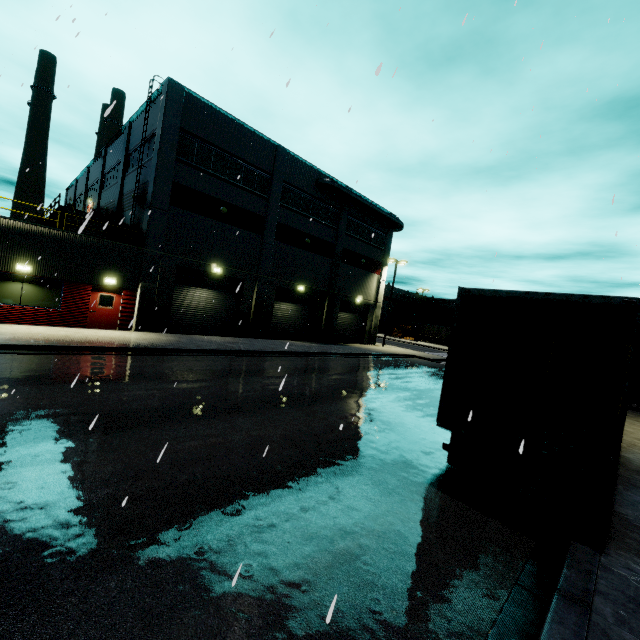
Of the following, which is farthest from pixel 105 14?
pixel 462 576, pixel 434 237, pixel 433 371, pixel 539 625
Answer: pixel 433 371

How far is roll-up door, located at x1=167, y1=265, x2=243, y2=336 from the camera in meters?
21.0

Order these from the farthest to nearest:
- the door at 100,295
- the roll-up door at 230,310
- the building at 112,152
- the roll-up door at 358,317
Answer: the roll-up door at 358,317 → the building at 112,152 → the roll-up door at 230,310 → the door at 100,295

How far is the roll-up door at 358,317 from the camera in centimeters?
3266cm

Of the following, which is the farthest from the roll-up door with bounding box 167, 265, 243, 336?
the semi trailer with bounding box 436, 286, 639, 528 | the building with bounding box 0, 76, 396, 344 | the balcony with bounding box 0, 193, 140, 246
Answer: the balcony with bounding box 0, 193, 140, 246

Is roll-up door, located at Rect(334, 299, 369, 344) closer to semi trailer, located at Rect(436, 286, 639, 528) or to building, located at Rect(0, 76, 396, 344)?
building, located at Rect(0, 76, 396, 344)

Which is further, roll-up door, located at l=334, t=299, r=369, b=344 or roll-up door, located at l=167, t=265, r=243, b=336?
roll-up door, located at l=334, t=299, r=369, b=344

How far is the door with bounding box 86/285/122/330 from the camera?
17.62m
